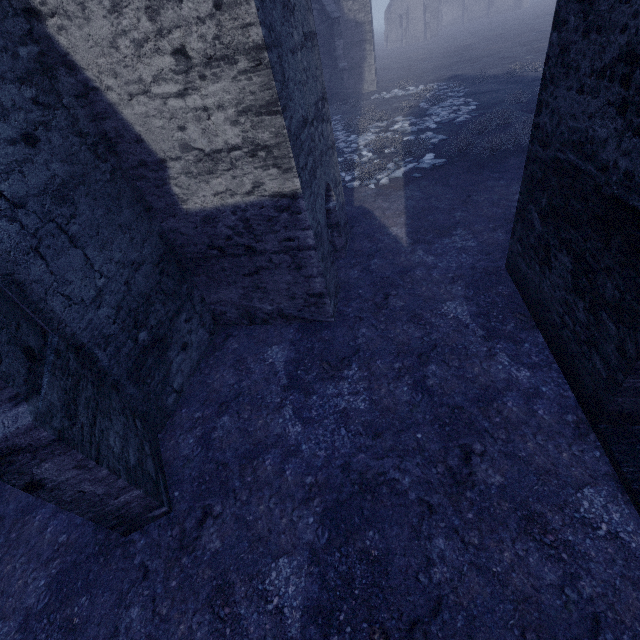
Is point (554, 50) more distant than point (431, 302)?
No
